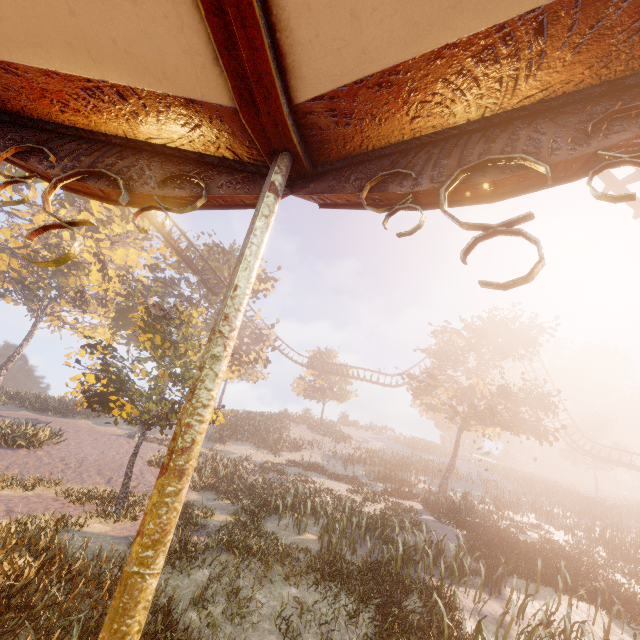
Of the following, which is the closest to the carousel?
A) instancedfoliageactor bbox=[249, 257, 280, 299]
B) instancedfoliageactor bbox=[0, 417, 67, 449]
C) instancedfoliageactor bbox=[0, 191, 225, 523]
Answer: instancedfoliageactor bbox=[0, 191, 225, 523]

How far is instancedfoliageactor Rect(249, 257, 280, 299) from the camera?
34.28m

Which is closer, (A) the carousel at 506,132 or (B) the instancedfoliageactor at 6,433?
(A) the carousel at 506,132

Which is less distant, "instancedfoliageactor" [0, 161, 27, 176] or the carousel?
the carousel

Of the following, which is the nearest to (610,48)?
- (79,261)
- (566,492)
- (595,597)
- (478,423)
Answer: (595,597)

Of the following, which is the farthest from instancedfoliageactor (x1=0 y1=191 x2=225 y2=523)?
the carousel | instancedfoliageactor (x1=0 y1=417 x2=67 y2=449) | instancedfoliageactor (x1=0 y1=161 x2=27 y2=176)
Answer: instancedfoliageactor (x1=0 y1=417 x2=67 y2=449)

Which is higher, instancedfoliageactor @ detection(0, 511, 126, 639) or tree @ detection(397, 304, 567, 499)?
tree @ detection(397, 304, 567, 499)

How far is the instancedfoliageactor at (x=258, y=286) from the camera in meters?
34.3
